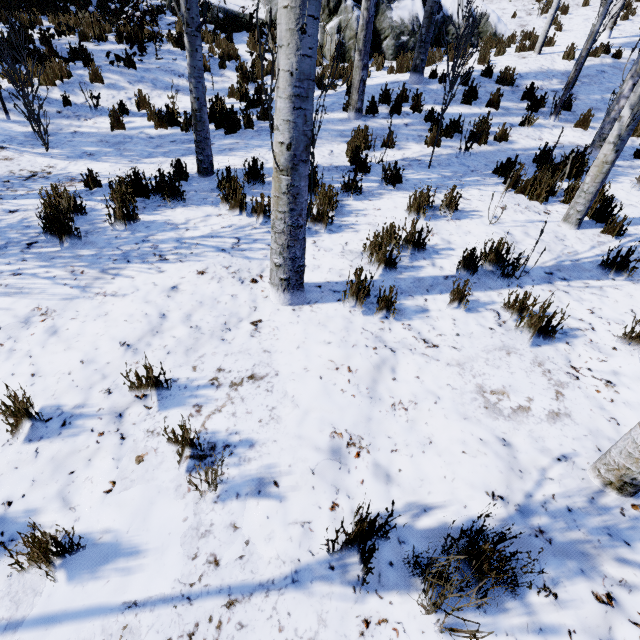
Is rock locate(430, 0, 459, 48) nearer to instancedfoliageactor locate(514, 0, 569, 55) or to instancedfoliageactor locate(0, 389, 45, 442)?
instancedfoliageactor locate(514, 0, 569, 55)

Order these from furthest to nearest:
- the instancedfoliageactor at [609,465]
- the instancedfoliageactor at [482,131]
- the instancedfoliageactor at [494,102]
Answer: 1. the instancedfoliageactor at [494,102]
2. the instancedfoliageactor at [482,131]
3. the instancedfoliageactor at [609,465]

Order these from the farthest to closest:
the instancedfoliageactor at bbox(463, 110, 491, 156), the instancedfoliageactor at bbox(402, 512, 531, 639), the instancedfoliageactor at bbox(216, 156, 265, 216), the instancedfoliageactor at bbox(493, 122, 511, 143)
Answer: the instancedfoliageactor at bbox(493, 122, 511, 143) → the instancedfoliageactor at bbox(463, 110, 491, 156) → the instancedfoliageactor at bbox(216, 156, 265, 216) → the instancedfoliageactor at bbox(402, 512, 531, 639)

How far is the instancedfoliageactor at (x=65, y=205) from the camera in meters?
3.6 m

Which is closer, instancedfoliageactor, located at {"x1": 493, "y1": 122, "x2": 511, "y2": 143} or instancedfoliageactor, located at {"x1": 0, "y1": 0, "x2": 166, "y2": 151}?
instancedfoliageactor, located at {"x1": 0, "y1": 0, "x2": 166, "y2": 151}

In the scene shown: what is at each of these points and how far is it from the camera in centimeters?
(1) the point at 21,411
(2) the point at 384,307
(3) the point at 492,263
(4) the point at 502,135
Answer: (1) instancedfoliageactor, 214cm
(2) instancedfoliageactor, 307cm
(3) instancedfoliageactor, 365cm
(4) instancedfoliageactor, 625cm

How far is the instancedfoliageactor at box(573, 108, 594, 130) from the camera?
6.8 meters
